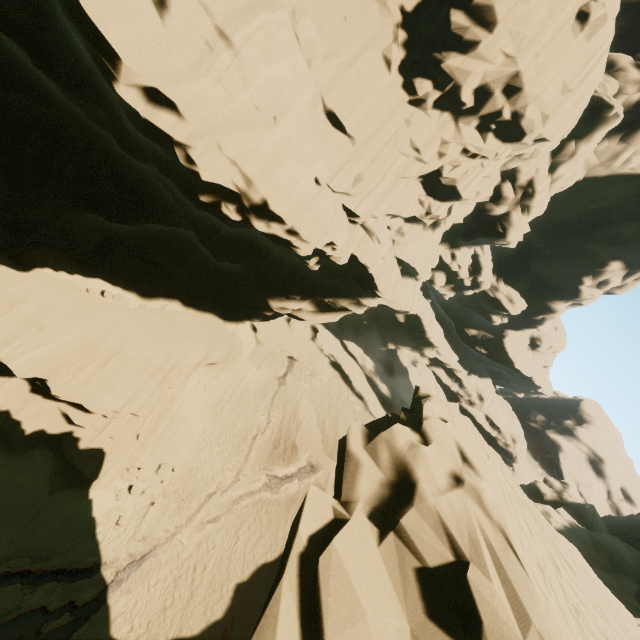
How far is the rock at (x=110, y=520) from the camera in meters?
16.2 m

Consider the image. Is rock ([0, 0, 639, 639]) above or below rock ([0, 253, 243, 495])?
above

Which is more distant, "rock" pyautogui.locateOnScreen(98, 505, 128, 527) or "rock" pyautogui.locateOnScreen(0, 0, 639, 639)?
"rock" pyautogui.locateOnScreen(98, 505, 128, 527)

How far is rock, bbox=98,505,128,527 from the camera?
16.2 meters

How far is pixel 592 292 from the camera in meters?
39.8 m

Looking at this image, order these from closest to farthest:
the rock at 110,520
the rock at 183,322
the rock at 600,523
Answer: the rock at 600,523, the rock at 183,322, the rock at 110,520

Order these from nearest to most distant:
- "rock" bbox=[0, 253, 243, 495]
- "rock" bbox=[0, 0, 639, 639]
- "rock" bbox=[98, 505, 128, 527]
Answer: "rock" bbox=[0, 0, 639, 639]
"rock" bbox=[0, 253, 243, 495]
"rock" bbox=[98, 505, 128, 527]
